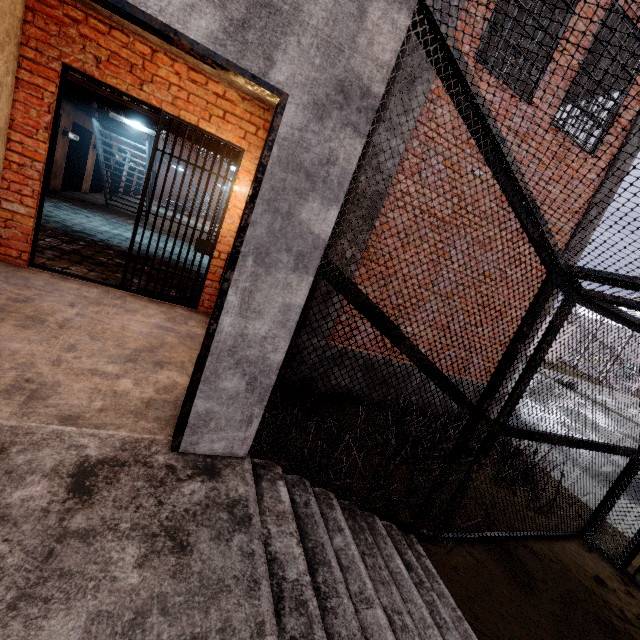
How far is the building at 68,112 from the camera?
10.3m

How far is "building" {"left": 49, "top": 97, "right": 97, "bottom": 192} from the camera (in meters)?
10.33

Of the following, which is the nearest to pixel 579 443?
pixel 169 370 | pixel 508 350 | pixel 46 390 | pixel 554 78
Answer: pixel 508 350
